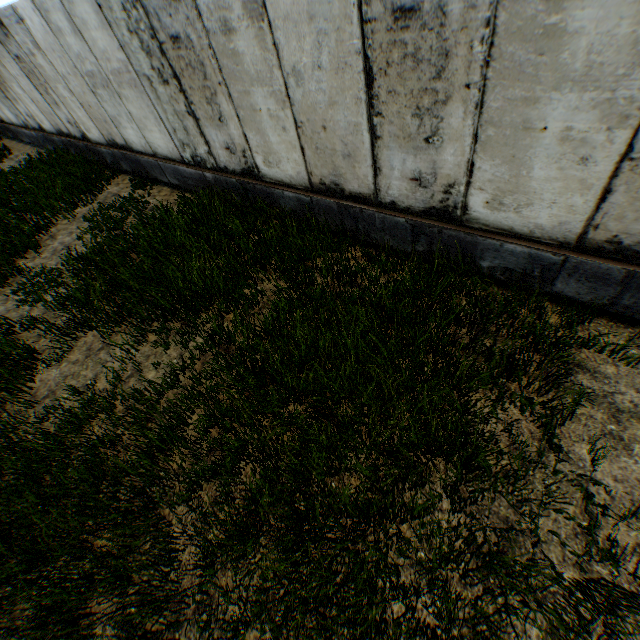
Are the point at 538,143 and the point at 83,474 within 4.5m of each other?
no
